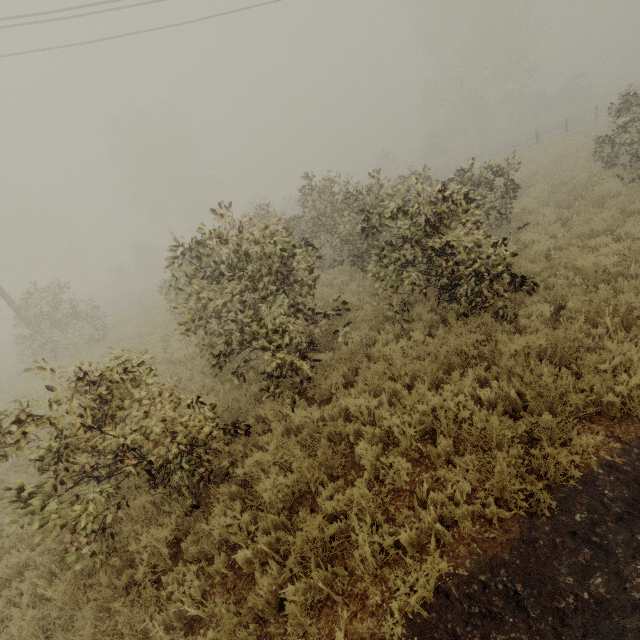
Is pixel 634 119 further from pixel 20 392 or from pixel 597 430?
pixel 20 392
